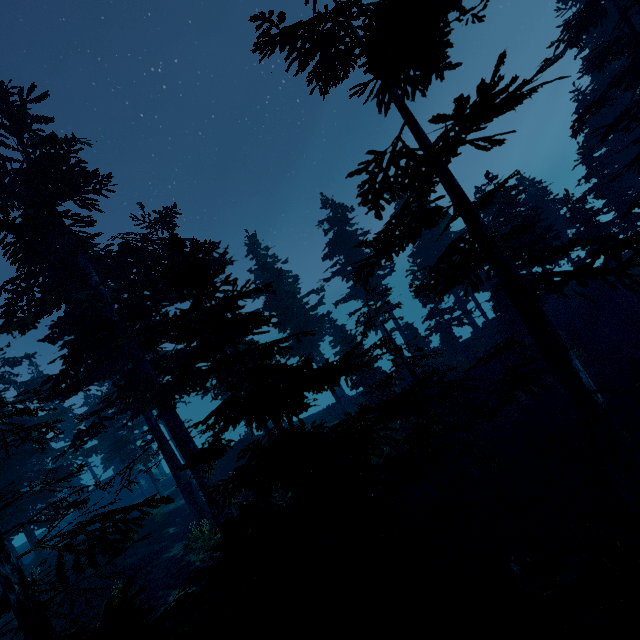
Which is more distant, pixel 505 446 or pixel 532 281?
pixel 505 446

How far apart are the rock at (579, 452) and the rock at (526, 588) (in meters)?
5.26

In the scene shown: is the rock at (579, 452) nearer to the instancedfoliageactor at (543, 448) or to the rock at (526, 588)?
the instancedfoliageactor at (543, 448)

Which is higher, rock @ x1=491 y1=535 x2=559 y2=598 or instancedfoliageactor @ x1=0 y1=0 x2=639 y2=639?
instancedfoliageactor @ x1=0 y1=0 x2=639 y2=639

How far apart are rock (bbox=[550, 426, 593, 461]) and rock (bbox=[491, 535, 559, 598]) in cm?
526

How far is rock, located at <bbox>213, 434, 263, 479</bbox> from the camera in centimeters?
2769cm

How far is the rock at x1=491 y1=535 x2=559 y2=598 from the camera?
9.6m

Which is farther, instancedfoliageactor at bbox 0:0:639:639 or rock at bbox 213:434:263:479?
rock at bbox 213:434:263:479
